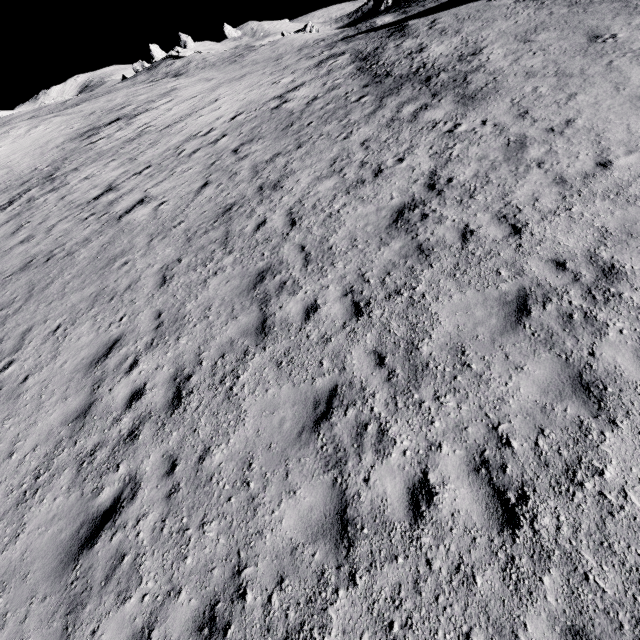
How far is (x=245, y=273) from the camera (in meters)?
8.55
